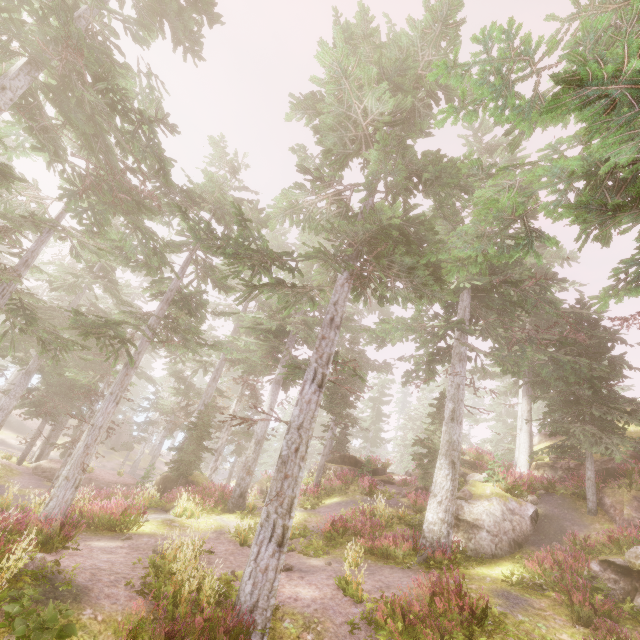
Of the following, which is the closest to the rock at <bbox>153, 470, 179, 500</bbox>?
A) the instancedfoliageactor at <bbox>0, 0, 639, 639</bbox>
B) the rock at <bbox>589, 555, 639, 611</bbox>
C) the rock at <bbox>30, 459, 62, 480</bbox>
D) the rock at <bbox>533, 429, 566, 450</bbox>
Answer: the instancedfoliageactor at <bbox>0, 0, 639, 639</bbox>

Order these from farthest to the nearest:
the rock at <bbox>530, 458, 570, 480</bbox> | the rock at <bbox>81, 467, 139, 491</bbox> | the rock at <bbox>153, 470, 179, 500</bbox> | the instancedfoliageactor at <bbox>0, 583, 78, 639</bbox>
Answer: the rock at <bbox>81, 467, 139, 491</bbox> < the rock at <bbox>153, 470, 179, 500</bbox> < the rock at <bbox>530, 458, 570, 480</bbox> < the instancedfoliageactor at <bbox>0, 583, 78, 639</bbox>

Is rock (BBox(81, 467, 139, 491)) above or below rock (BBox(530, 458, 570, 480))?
below

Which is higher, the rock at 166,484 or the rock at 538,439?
the rock at 538,439

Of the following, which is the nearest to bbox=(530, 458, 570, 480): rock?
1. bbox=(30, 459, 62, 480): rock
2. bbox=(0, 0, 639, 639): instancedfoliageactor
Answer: bbox=(0, 0, 639, 639): instancedfoliageactor

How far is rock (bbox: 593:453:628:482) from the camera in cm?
1576

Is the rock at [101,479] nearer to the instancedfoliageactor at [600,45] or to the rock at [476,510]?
the instancedfoliageactor at [600,45]

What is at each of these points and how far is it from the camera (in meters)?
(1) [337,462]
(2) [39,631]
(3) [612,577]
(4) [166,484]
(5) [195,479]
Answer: (1) rock, 25.81
(2) instancedfoliageactor, 5.09
(3) rock, 9.60
(4) rock, 20.42
(5) rock, 19.70
